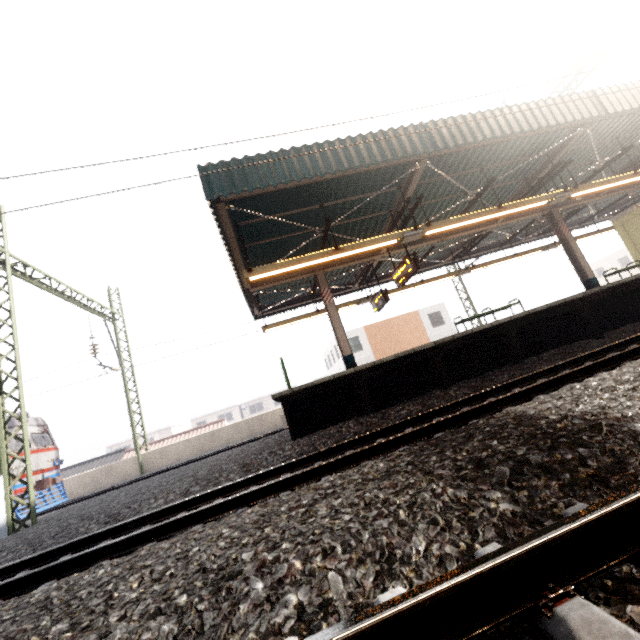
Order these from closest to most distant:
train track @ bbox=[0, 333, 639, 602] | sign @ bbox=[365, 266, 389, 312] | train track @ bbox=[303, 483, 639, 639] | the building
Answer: train track @ bbox=[303, 483, 639, 639] → train track @ bbox=[0, 333, 639, 602] → sign @ bbox=[365, 266, 389, 312] → the building

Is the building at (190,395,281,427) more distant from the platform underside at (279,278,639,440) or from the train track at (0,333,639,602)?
the train track at (0,333,639,602)

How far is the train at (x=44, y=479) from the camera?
13.0m

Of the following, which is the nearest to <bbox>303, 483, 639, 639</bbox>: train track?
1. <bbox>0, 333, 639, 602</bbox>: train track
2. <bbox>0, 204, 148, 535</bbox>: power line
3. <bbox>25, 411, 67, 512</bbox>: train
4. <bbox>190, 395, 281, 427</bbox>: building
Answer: <bbox>0, 333, 639, 602</bbox>: train track

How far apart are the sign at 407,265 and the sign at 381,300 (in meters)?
1.35

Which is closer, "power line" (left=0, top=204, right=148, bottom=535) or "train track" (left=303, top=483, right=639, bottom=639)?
"train track" (left=303, top=483, right=639, bottom=639)

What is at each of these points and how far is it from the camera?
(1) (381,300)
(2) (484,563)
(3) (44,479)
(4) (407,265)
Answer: (1) sign, 12.2 meters
(2) train track, 1.2 meters
(3) train, 13.0 meters
(4) sign, 9.4 meters

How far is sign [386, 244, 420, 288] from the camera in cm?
923
